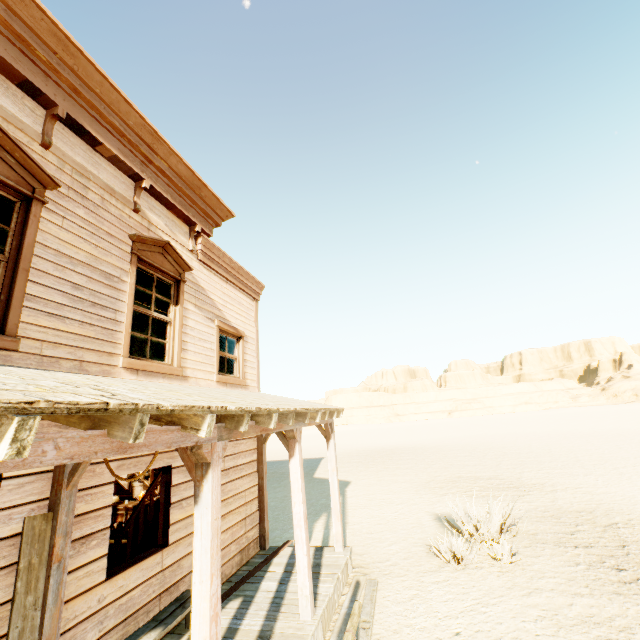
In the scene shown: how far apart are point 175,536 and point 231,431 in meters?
3.0 m

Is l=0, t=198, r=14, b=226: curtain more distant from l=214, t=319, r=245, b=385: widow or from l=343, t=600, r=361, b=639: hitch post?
l=343, t=600, r=361, b=639: hitch post

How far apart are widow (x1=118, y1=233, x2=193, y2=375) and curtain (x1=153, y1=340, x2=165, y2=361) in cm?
2

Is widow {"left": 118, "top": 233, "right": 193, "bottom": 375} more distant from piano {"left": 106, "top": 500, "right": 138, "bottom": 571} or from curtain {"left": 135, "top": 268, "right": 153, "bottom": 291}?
piano {"left": 106, "top": 500, "right": 138, "bottom": 571}

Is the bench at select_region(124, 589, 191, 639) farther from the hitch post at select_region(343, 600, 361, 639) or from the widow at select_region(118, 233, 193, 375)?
the widow at select_region(118, 233, 193, 375)

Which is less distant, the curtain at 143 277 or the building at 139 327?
the curtain at 143 277

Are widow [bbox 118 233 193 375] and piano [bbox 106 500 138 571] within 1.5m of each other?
no
